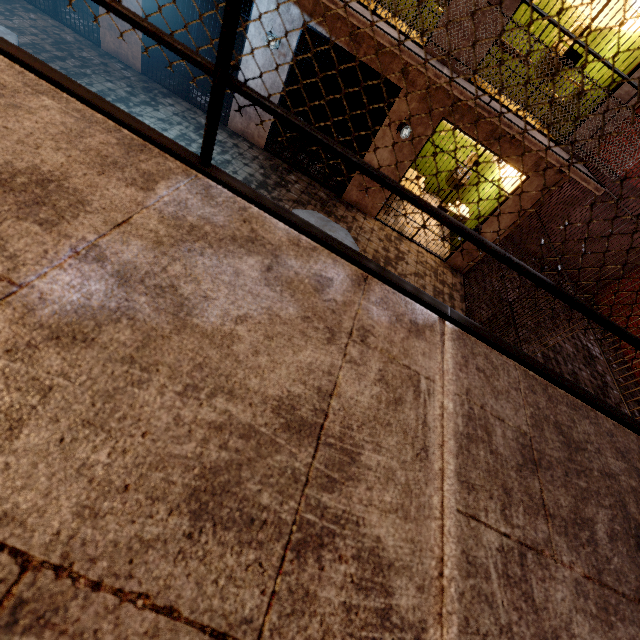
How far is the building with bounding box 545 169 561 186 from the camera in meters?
6.1

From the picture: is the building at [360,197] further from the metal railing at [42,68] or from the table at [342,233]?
the table at [342,233]

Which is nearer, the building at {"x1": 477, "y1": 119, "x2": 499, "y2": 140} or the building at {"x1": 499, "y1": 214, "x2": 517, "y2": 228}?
the building at {"x1": 477, "y1": 119, "x2": 499, "y2": 140}

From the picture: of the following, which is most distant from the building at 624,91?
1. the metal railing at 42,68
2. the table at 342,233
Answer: the table at 342,233

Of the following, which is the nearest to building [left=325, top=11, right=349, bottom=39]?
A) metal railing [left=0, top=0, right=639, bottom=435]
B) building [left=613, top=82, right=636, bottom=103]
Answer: building [left=613, top=82, right=636, bottom=103]

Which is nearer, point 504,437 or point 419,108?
point 504,437

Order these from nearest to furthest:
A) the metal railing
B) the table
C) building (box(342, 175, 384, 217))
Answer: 1. the metal railing
2. the table
3. building (box(342, 175, 384, 217))

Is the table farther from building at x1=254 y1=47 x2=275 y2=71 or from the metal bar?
the metal bar
